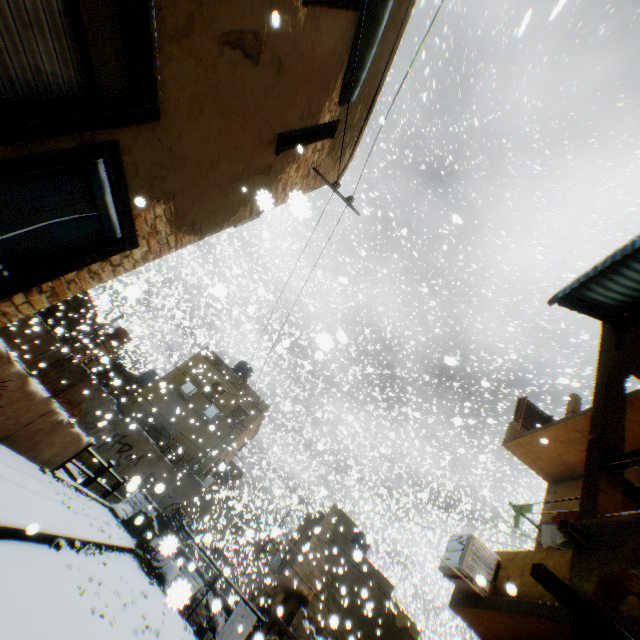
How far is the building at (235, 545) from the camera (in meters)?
7.50

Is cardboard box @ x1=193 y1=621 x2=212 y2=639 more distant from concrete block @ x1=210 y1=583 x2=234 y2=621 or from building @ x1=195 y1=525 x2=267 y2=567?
building @ x1=195 y1=525 x2=267 y2=567

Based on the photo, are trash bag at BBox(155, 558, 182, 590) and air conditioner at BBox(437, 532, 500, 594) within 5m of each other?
no

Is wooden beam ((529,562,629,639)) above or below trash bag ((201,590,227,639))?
above

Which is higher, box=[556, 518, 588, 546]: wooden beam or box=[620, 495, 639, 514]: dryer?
box=[620, 495, 639, 514]: dryer

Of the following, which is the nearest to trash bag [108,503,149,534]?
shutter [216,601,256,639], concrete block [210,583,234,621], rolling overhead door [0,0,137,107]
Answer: concrete block [210,583,234,621]

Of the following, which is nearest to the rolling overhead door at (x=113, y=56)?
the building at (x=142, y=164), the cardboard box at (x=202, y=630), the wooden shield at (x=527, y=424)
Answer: the building at (x=142, y=164)

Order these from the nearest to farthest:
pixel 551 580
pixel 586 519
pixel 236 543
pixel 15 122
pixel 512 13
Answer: pixel 15 122 → pixel 551 580 → pixel 586 519 → pixel 512 13 → pixel 236 543
